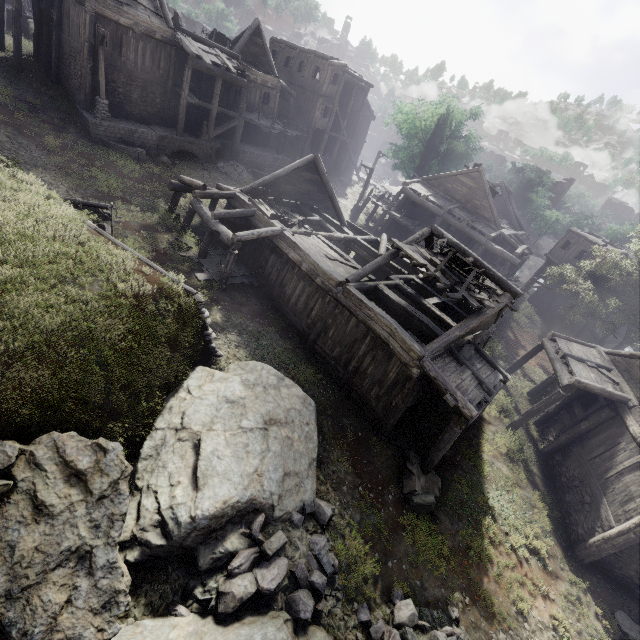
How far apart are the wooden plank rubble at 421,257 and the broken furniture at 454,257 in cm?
3

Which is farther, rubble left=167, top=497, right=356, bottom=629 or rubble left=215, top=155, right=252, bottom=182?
rubble left=215, top=155, right=252, bottom=182

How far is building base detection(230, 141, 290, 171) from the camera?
27.5m

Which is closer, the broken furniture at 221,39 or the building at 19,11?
→ the building at 19,11

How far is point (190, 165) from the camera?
24.11m

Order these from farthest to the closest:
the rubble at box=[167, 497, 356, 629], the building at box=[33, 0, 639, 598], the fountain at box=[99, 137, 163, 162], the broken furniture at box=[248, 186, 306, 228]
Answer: the fountain at box=[99, 137, 163, 162]
the broken furniture at box=[248, 186, 306, 228]
the building at box=[33, 0, 639, 598]
the rubble at box=[167, 497, 356, 629]

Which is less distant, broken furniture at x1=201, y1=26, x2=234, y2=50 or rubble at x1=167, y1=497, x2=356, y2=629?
rubble at x1=167, y1=497, x2=356, y2=629

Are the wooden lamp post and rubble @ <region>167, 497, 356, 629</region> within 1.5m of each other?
no
